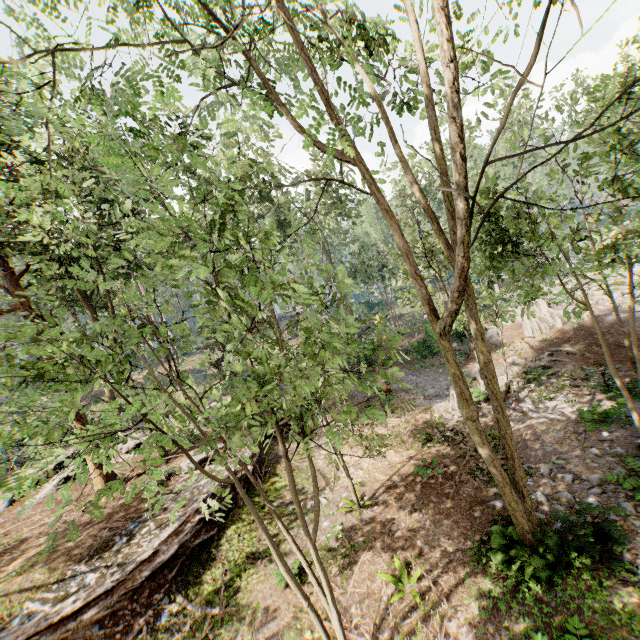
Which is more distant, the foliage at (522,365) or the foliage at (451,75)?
the foliage at (522,365)

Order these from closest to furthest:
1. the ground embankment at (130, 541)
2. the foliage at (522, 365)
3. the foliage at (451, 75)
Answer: the foliage at (451, 75) < the ground embankment at (130, 541) < the foliage at (522, 365)

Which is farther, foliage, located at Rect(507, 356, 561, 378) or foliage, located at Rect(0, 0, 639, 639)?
foliage, located at Rect(507, 356, 561, 378)

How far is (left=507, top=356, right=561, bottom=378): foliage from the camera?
15.4 meters

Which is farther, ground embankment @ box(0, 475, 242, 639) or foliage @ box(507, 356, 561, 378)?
foliage @ box(507, 356, 561, 378)

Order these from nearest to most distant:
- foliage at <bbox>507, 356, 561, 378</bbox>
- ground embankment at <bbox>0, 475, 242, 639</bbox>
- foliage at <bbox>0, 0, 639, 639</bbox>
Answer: foliage at <bbox>0, 0, 639, 639</bbox> < ground embankment at <bbox>0, 475, 242, 639</bbox> < foliage at <bbox>507, 356, 561, 378</bbox>

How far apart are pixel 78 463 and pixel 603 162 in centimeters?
1351cm
